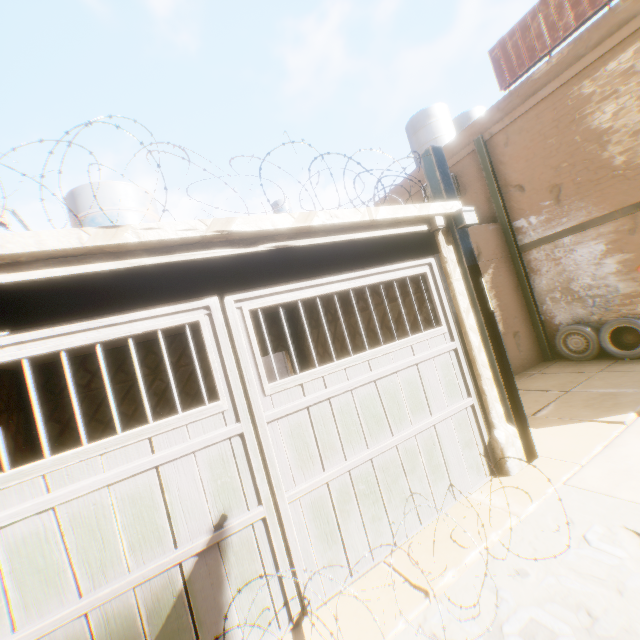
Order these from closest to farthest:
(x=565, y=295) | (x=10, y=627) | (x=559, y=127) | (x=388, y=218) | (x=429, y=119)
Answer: (x=10, y=627) < (x=388, y=218) < (x=559, y=127) < (x=565, y=295) < (x=429, y=119)

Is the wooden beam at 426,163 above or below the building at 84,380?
above

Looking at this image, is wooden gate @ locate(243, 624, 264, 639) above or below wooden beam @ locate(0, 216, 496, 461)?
below

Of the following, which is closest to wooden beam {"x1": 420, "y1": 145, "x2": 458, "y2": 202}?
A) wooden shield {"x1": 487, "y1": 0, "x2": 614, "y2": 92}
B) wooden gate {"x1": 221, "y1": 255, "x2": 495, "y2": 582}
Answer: wooden gate {"x1": 221, "y1": 255, "x2": 495, "y2": 582}

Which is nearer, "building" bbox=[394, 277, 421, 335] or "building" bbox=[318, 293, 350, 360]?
"building" bbox=[394, 277, 421, 335]

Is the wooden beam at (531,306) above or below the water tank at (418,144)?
below

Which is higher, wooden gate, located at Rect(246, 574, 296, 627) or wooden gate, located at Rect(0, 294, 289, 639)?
wooden gate, located at Rect(0, 294, 289, 639)

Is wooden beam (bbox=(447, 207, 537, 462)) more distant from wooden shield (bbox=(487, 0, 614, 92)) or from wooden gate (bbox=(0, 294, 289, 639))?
wooden shield (bbox=(487, 0, 614, 92))
